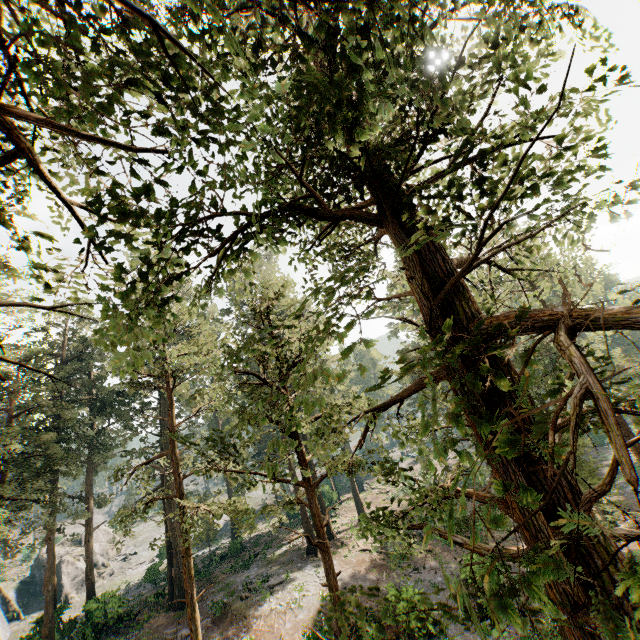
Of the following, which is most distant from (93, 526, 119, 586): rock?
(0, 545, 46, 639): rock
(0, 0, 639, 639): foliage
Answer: (0, 0, 639, 639): foliage

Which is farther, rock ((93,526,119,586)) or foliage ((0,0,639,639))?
rock ((93,526,119,586))

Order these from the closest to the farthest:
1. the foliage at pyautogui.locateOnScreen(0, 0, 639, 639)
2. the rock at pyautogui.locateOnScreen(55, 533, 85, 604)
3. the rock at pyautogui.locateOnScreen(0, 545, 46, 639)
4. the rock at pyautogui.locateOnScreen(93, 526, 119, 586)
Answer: the foliage at pyautogui.locateOnScreen(0, 0, 639, 639), the rock at pyautogui.locateOnScreen(0, 545, 46, 639), the rock at pyautogui.locateOnScreen(55, 533, 85, 604), the rock at pyautogui.locateOnScreen(93, 526, 119, 586)

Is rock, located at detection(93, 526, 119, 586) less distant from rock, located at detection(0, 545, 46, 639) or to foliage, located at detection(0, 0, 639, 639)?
rock, located at detection(0, 545, 46, 639)

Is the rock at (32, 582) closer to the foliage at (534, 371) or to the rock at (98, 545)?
the foliage at (534, 371)

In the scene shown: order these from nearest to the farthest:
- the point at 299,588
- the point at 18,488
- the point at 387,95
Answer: the point at 387,95
the point at 18,488
the point at 299,588

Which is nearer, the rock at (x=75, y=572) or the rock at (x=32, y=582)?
the rock at (x=32, y=582)
